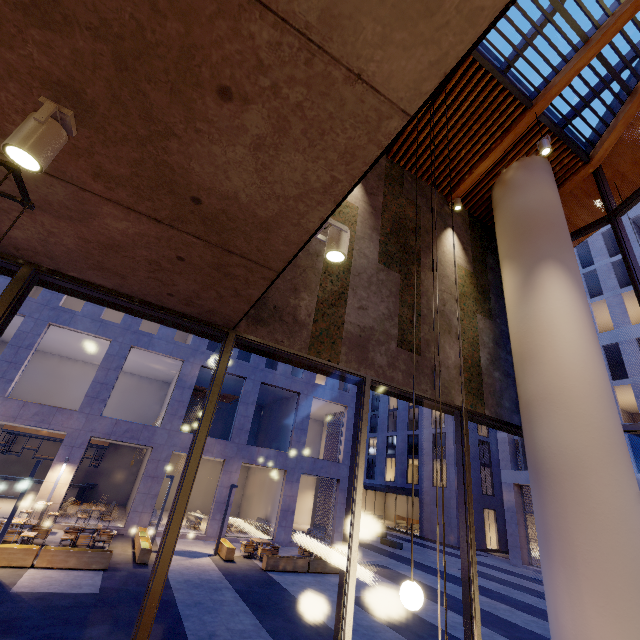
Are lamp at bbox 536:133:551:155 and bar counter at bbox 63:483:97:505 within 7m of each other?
no

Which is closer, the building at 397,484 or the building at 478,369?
the building at 478,369

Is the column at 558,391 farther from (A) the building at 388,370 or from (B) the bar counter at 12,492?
(B) the bar counter at 12,492

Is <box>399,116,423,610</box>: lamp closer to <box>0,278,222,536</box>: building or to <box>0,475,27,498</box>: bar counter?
<box>0,278,222,536</box>: building

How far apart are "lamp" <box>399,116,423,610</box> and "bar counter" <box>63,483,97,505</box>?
24.3 meters

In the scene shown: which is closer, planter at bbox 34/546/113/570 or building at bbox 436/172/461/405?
building at bbox 436/172/461/405

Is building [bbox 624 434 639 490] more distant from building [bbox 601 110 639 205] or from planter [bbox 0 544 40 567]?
planter [bbox 0 544 40 567]

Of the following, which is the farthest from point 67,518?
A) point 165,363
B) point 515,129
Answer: point 515,129
